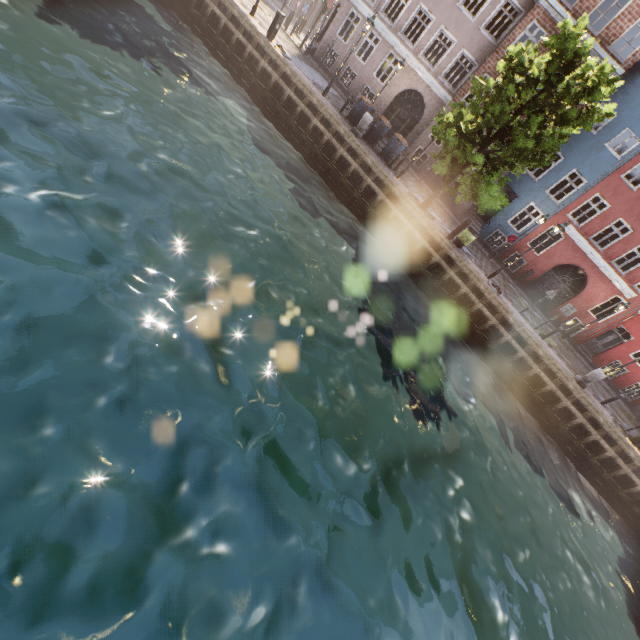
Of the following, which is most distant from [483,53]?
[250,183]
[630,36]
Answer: [250,183]

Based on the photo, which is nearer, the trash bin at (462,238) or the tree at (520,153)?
the tree at (520,153)

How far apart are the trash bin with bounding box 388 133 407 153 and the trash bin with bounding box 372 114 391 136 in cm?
44

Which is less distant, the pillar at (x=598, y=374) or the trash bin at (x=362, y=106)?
the pillar at (x=598, y=374)

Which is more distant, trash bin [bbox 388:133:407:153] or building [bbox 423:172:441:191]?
building [bbox 423:172:441:191]

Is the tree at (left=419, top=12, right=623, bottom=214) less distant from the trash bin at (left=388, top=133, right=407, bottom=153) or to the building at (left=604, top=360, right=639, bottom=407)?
the trash bin at (left=388, top=133, right=407, bottom=153)

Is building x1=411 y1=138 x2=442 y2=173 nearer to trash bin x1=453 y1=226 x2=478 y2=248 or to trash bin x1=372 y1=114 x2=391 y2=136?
trash bin x1=372 y1=114 x2=391 y2=136

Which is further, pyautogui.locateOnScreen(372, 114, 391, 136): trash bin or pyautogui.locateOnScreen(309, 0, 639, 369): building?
pyautogui.locateOnScreen(309, 0, 639, 369): building
